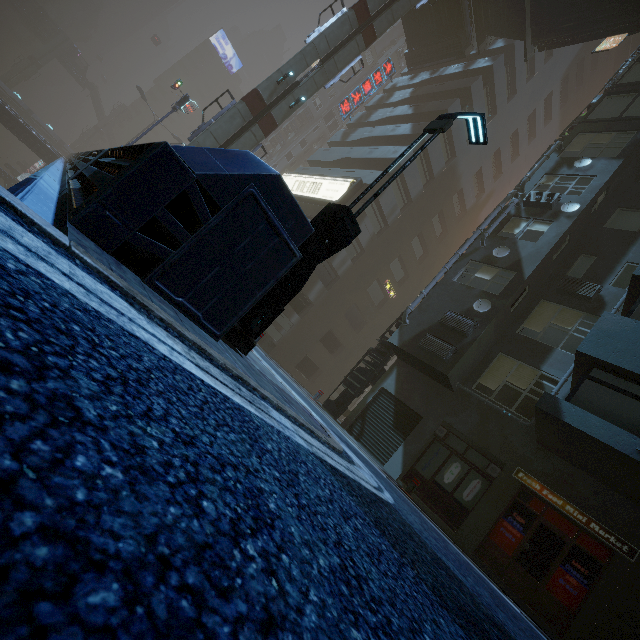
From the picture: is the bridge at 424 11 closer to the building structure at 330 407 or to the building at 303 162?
the building at 303 162

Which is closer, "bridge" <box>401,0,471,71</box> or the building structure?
the building structure

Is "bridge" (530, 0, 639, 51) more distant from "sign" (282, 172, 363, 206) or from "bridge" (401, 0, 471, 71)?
"sign" (282, 172, 363, 206)

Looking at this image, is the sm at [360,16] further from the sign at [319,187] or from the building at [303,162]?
the sign at [319,187]

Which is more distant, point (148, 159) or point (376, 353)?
point (376, 353)

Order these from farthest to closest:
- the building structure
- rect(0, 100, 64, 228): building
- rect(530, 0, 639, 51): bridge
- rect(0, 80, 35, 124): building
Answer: rect(0, 80, 35, 124): building → rect(530, 0, 639, 51): bridge → the building structure → rect(0, 100, 64, 228): building

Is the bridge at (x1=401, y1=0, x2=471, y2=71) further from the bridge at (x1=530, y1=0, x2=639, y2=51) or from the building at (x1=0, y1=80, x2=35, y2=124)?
the bridge at (x1=530, y1=0, x2=639, y2=51)

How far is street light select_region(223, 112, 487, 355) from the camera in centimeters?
510cm
